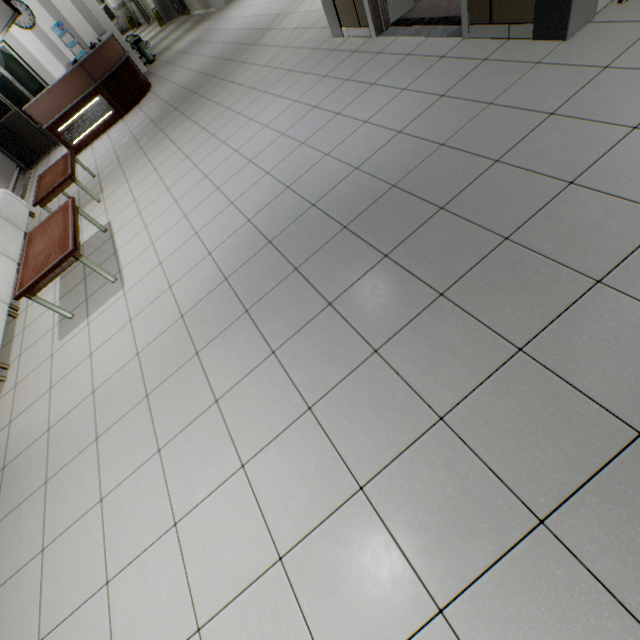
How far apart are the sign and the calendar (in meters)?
3.36

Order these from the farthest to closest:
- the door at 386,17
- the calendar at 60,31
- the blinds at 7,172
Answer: the calendar at 60,31
the blinds at 7,172
the door at 386,17

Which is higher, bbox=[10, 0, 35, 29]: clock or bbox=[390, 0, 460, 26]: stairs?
bbox=[10, 0, 35, 29]: clock

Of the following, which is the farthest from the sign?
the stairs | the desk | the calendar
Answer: the stairs

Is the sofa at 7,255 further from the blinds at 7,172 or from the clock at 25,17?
the clock at 25,17

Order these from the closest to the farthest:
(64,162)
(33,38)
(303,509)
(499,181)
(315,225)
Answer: (303,509) < (499,181) < (315,225) < (64,162) < (33,38)

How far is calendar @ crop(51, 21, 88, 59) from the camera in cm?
880

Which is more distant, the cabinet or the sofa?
the cabinet
